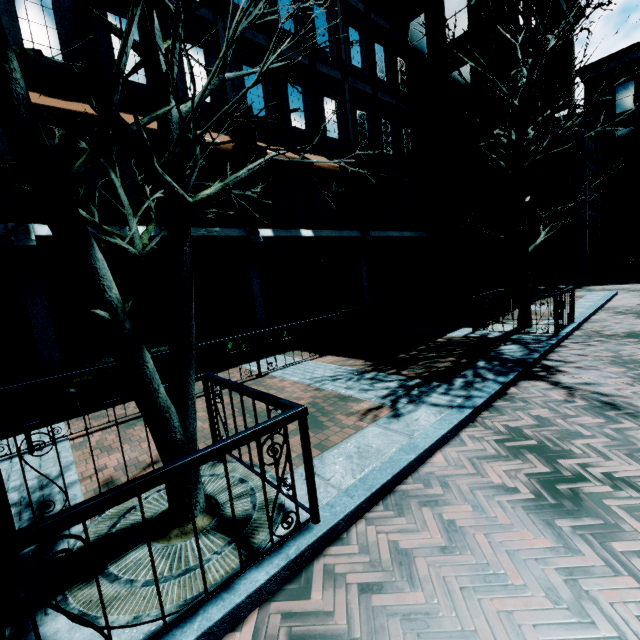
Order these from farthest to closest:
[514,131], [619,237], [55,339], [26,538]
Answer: [619,237], [514,131], [55,339], [26,538]

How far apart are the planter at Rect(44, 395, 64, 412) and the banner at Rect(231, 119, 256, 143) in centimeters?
582cm

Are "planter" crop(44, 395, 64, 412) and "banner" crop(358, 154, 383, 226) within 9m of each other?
no

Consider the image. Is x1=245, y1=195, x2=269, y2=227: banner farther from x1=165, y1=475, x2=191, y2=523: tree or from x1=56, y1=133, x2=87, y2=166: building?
x1=165, y1=475, x2=191, y2=523: tree

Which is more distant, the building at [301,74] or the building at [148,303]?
the building at [301,74]

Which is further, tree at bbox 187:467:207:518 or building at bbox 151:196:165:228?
building at bbox 151:196:165:228

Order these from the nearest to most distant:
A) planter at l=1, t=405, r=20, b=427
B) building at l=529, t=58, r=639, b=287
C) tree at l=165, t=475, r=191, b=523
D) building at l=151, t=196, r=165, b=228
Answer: tree at l=165, t=475, r=191, b=523 < planter at l=1, t=405, r=20, b=427 < building at l=151, t=196, r=165, b=228 < building at l=529, t=58, r=639, b=287

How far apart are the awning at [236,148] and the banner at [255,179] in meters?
0.2 m
